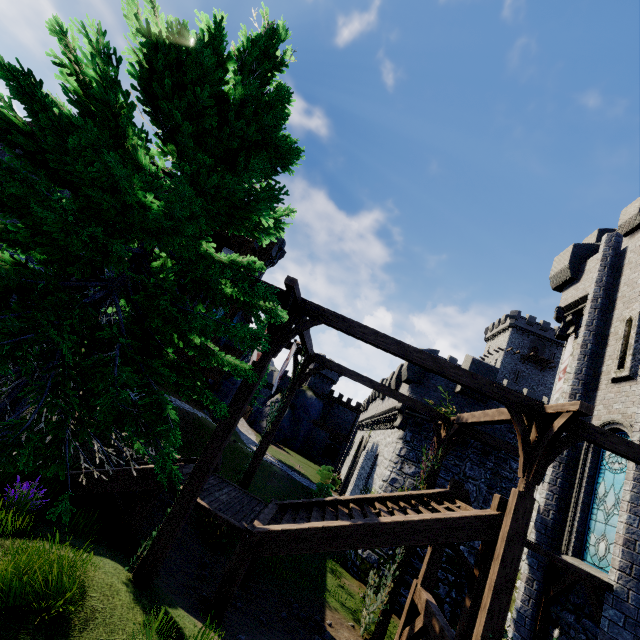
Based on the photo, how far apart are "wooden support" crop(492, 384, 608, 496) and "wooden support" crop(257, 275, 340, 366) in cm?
368

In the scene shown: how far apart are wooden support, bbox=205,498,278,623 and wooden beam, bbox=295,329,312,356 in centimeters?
503cm

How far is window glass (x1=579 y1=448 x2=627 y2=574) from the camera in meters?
8.3

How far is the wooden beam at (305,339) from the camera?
10.2m

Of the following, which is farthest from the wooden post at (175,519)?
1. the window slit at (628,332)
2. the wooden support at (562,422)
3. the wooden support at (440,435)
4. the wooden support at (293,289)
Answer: the window slit at (628,332)

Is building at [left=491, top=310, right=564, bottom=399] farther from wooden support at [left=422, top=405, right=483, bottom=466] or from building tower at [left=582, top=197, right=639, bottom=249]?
wooden support at [left=422, top=405, right=483, bottom=466]

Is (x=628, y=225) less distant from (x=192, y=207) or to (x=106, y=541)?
(x=192, y=207)

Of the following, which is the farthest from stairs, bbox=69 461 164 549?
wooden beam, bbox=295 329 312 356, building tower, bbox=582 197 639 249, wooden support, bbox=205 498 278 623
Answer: building tower, bbox=582 197 639 249
